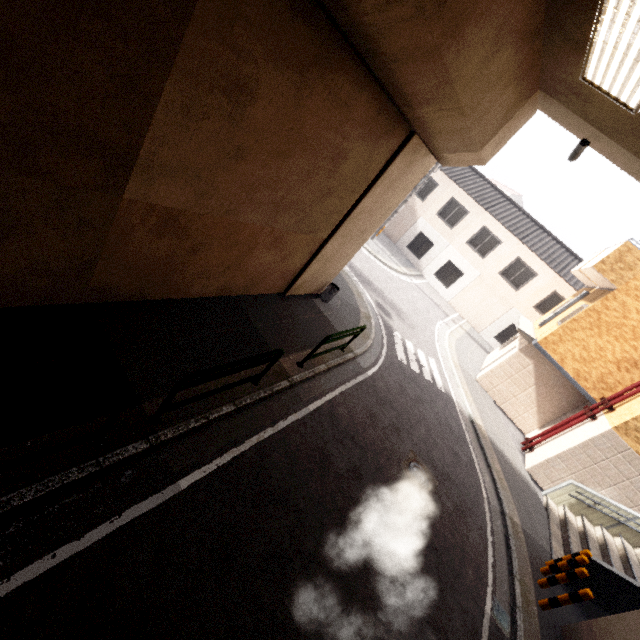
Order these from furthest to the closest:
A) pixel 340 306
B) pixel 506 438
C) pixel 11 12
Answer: pixel 506 438
pixel 340 306
pixel 11 12

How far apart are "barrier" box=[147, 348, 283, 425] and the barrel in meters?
4.7 m

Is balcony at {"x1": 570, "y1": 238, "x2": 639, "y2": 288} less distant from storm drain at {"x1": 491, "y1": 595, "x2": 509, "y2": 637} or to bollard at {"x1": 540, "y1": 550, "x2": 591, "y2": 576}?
bollard at {"x1": 540, "y1": 550, "x2": 591, "y2": 576}

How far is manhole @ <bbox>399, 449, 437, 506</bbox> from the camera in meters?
7.2 m

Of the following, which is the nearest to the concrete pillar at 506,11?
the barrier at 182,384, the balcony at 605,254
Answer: the barrier at 182,384

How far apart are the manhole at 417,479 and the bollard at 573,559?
3.35m

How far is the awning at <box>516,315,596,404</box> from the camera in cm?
1194

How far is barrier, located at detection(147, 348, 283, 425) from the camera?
4.1m
